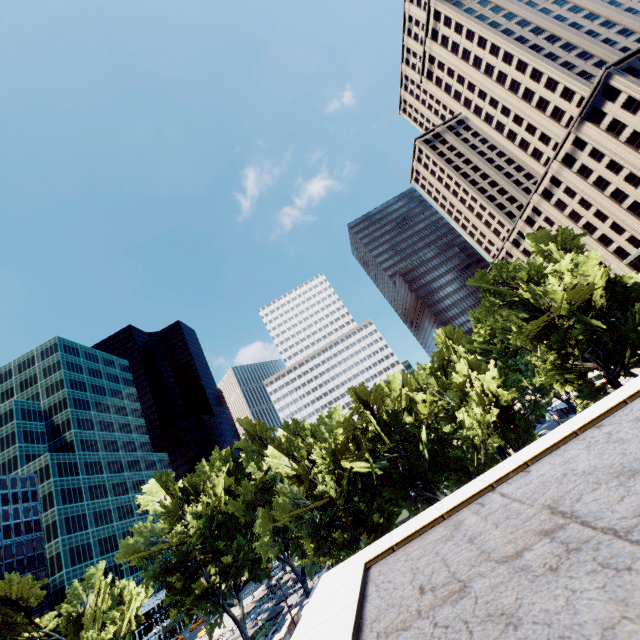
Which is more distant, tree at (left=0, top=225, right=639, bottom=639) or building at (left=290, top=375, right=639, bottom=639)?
tree at (left=0, top=225, right=639, bottom=639)

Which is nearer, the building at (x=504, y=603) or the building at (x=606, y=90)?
the building at (x=504, y=603)

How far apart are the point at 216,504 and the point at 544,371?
45.8 meters

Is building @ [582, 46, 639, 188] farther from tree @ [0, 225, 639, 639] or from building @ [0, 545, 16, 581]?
building @ [0, 545, 16, 581]

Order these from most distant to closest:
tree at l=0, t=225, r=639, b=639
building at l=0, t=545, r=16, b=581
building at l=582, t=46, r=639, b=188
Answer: building at l=0, t=545, r=16, b=581 < building at l=582, t=46, r=639, b=188 < tree at l=0, t=225, r=639, b=639

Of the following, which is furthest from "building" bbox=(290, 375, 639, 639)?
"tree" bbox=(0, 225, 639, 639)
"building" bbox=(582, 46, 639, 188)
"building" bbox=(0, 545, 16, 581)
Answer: "building" bbox=(0, 545, 16, 581)

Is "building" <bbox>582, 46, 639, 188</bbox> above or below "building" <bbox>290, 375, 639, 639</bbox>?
above

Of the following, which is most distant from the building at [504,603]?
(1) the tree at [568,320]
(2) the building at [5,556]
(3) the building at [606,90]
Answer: (2) the building at [5,556]
